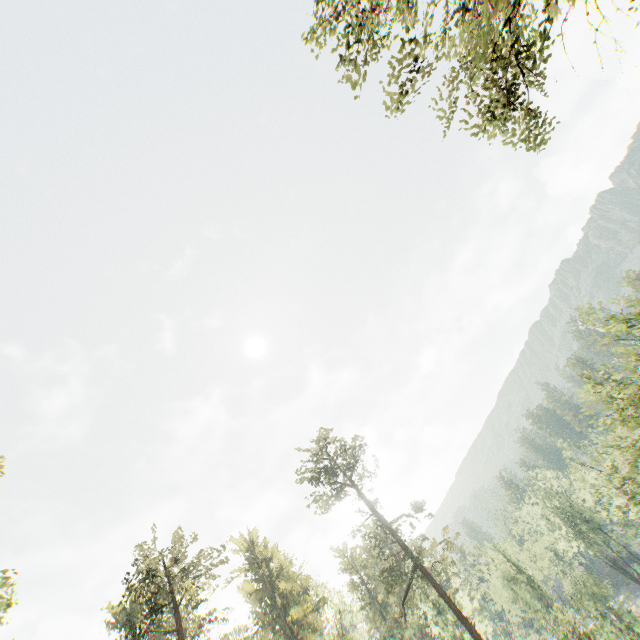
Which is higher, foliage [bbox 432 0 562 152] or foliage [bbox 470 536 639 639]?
foliage [bbox 432 0 562 152]

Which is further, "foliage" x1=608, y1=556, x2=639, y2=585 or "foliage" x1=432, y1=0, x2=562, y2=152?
"foliage" x1=608, y1=556, x2=639, y2=585

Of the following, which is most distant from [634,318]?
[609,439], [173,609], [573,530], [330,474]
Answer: [173,609]

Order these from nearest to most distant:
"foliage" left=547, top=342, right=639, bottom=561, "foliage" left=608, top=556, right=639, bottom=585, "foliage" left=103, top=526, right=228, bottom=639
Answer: "foliage" left=547, top=342, right=639, bottom=561, "foliage" left=103, top=526, right=228, bottom=639, "foliage" left=608, top=556, right=639, bottom=585

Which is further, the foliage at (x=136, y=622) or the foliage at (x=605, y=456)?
the foliage at (x=136, y=622)
